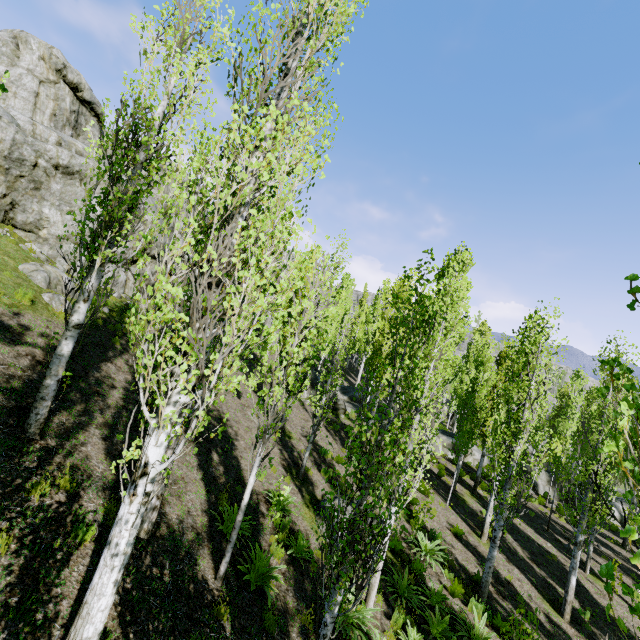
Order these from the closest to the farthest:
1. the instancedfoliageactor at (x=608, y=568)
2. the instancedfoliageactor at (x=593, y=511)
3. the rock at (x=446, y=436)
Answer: the instancedfoliageactor at (x=608, y=568) < the instancedfoliageactor at (x=593, y=511) < the rock at (x=446, y=436)

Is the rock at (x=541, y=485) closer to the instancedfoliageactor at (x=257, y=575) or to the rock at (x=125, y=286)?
the instancedfoliageactor at (x=257, y=575)

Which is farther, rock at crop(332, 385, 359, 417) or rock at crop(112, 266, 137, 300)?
rock at crop(332, 385, 359, 417)

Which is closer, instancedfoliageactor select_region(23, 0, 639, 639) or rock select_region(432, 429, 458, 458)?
instancedfoliageactor select_region(23, 0, 639, 639)

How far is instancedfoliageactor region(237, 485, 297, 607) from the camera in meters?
6.6

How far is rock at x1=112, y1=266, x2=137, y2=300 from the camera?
16.9 meters

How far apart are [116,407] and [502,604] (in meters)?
14.55
